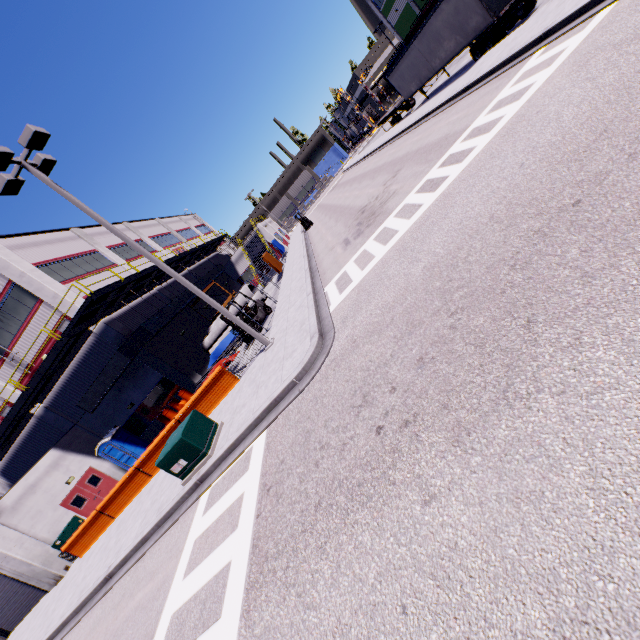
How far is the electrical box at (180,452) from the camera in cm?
931

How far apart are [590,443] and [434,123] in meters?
18.8

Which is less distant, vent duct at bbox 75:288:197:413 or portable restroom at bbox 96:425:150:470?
vent duct at bbox 75:288:197:413

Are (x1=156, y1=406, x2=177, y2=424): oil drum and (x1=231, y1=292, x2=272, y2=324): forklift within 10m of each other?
yes

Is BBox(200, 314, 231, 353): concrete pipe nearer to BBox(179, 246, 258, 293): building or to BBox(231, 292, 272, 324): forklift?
BBox(179, 246, 258, 293): building

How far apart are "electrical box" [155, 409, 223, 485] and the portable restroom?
14.2 meters

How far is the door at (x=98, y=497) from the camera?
19.0 meters

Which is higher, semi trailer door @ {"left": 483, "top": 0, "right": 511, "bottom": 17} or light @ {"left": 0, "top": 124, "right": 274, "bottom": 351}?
light @ {"left": 0, "top": 124, "right": 274, "bottom": 351}
